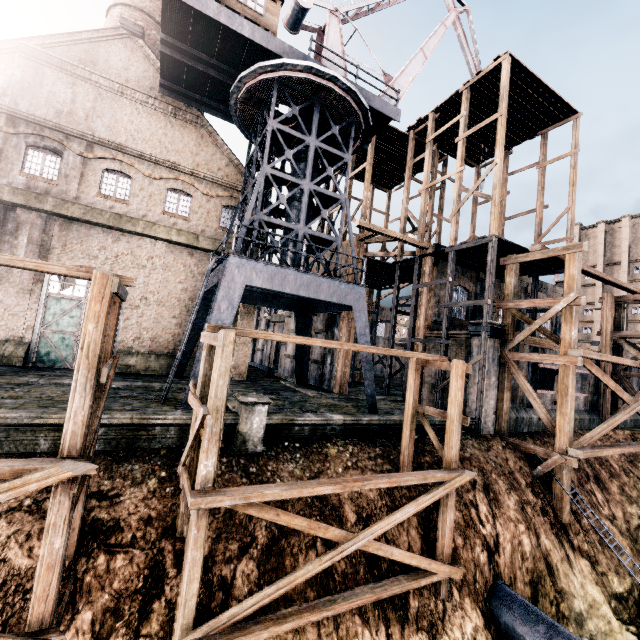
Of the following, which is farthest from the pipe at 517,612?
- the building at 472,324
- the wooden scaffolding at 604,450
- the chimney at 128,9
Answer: the chimney at 128,9

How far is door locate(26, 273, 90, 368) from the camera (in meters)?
19.08

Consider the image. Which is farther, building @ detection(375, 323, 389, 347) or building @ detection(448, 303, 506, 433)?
building @ detection(375, 323, 389, 347)

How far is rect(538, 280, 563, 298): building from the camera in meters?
30.2 m

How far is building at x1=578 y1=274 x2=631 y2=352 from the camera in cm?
5331

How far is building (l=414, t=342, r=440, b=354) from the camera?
22.08m

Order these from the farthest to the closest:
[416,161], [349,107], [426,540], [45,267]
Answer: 1. [416,161]
2. [349,107]
3. [426,540]
4. [45,267]

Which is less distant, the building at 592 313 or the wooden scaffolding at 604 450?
the wooden scaffolding at 604 450
